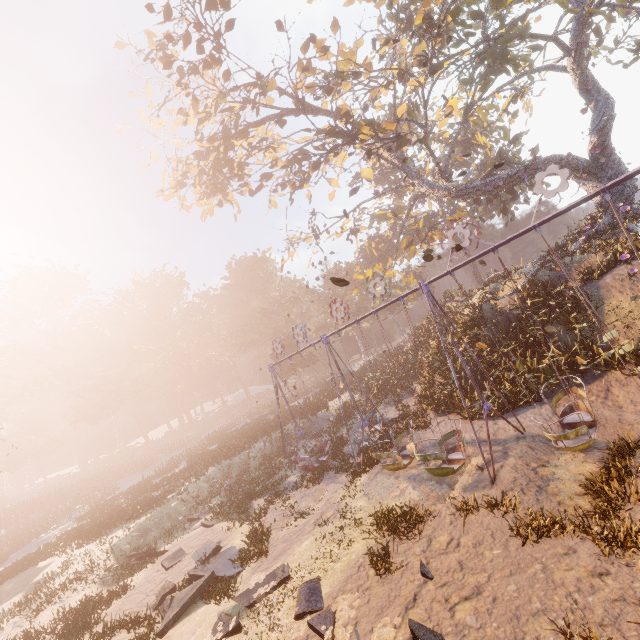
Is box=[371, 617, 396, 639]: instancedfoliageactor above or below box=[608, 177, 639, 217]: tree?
below

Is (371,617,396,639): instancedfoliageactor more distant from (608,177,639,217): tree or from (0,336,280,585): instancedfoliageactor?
(0,336,280,585): instancedfoliageactor

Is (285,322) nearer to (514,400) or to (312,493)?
(312,493)

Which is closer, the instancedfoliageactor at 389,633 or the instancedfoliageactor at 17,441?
the instancedfoliageactor at 389,633

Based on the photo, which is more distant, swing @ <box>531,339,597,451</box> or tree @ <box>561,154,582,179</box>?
tree @ <box>561,154,582,179</box>

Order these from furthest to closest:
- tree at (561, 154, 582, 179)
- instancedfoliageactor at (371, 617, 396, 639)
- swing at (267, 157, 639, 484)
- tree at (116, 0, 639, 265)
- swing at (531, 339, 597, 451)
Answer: tree at (561, 154, 582, 179)
tree at (116, 0, 639, 265)
swing at (531, 339, 597, 451)
swing at (267, 157, 639, 484)
instancedfoliageactor at (371, 617, 396, 639)

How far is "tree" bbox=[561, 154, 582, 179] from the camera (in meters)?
18.25

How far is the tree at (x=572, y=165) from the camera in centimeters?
1825cm
